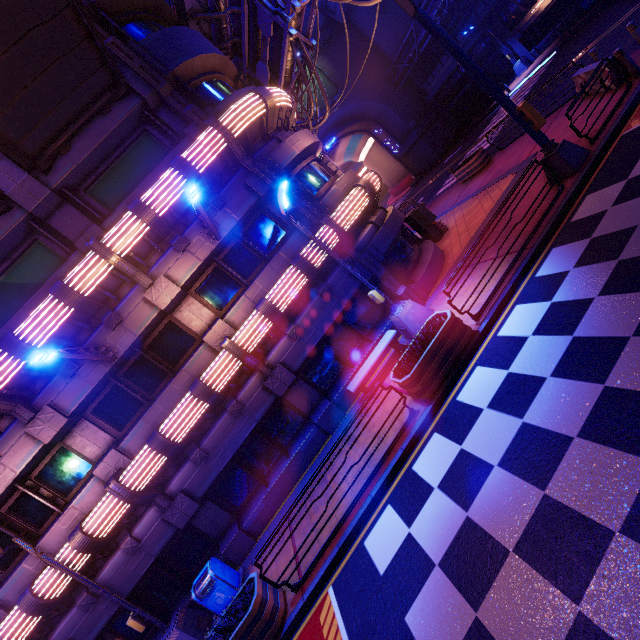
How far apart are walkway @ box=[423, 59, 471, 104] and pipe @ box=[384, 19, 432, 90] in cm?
278

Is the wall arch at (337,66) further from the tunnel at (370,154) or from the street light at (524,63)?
the street light at (524,63)

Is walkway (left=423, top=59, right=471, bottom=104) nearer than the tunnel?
Yes

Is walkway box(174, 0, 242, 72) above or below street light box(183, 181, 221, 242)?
above

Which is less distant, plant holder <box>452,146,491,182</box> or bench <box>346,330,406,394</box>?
bench <box>346,330,406,394</box>

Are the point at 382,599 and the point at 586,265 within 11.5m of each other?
yes

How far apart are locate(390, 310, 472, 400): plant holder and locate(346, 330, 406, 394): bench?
1.8m

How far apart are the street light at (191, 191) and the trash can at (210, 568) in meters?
9.7
